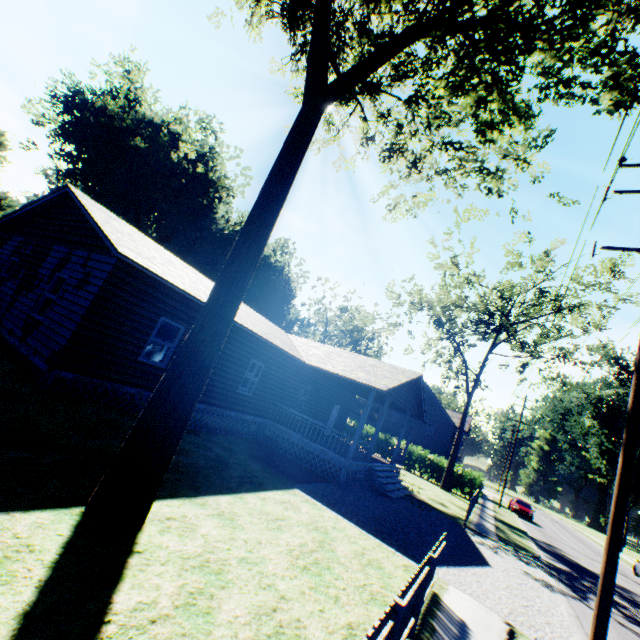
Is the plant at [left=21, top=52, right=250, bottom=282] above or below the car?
above

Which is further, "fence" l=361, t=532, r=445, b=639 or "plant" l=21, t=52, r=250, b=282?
"plant" l=21, t=52, r=250, b=282

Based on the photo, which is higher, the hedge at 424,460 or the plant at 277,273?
the plant at 277,273

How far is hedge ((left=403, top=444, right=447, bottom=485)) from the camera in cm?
3123

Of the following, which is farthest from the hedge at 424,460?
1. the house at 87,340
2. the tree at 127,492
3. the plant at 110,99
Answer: the tree at 127,492

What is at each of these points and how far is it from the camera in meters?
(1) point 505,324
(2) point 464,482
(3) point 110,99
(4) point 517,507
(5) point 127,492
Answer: (1) tree, 27.5
(2) hedge, 30.0
(3) plant, 29.1
(4) car, 32.8
(5) tree, 5.0

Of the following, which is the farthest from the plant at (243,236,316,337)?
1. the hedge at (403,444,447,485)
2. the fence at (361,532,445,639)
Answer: the fence at (361,532,445,639)

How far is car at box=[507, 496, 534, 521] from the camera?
32.16m
